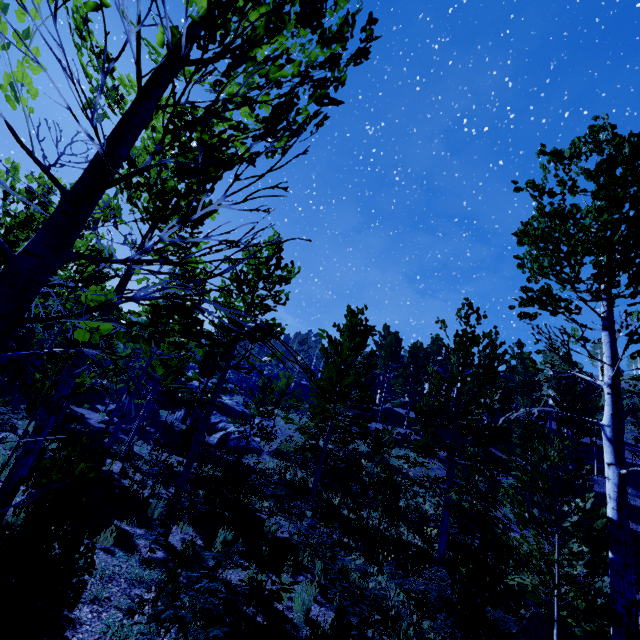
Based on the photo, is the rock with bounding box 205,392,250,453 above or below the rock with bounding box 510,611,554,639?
above

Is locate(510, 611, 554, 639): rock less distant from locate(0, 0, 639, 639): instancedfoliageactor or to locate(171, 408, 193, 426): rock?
locate(0, 0, 639, 639): instancedfoliageactor

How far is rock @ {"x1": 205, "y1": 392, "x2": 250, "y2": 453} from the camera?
24.0 meters

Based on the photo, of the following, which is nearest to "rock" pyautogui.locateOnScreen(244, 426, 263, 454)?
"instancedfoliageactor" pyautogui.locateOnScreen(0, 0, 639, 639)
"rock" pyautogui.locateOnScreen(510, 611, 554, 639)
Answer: "instancedfoliageactor" pyautogui.locateOnScreen(0, 0, 639, 639)

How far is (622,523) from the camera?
3.6 meters

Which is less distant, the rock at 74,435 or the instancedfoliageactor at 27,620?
the instancedfoliageactor at 27,620

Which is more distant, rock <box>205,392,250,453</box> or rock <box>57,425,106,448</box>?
rock <box>205,392,250,453</box>

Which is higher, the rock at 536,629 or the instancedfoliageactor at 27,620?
the instancedfoliageactor at 27,620
